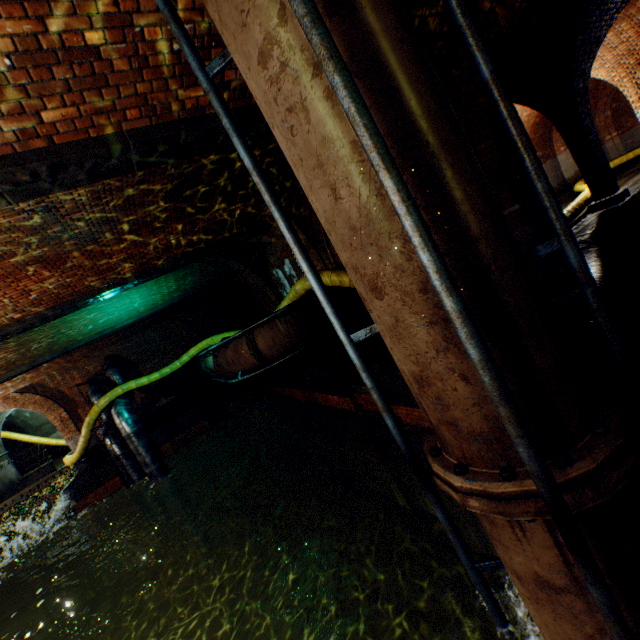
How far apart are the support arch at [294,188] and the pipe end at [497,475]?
6.42m

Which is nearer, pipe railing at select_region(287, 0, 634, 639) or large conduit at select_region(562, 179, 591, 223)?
pipe railing at select_region(287, 0, 634, 639)

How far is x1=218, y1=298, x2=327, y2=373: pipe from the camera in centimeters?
785cm

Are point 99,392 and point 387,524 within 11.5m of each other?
no

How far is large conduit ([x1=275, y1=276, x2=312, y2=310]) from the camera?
8.5 meters

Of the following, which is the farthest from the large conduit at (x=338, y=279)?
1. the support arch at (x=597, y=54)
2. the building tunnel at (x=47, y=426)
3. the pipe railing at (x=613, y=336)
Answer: the pipe railing at (x=613, y=336)
